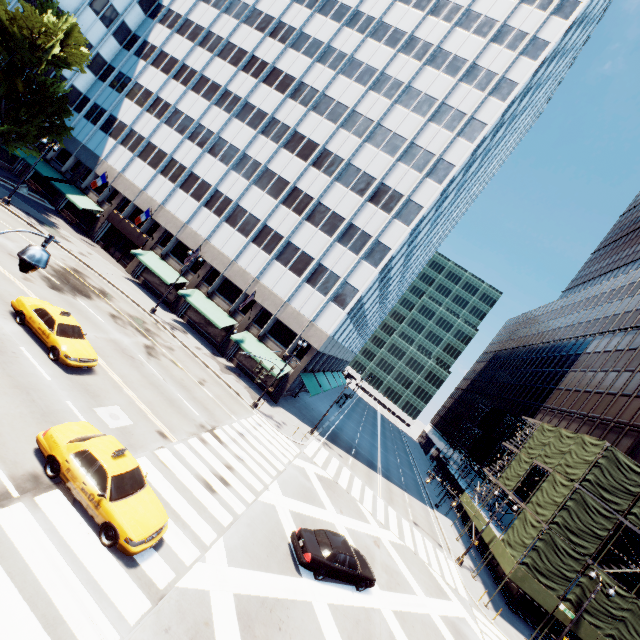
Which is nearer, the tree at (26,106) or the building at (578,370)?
the tree at (26,106)

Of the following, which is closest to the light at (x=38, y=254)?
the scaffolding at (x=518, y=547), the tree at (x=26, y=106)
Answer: the tree at (x=26, y=106)

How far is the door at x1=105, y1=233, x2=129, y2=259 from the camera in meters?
40.1

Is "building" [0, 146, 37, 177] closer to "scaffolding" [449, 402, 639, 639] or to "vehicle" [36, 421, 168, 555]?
"vehicle" [36, 421, 168, 555]

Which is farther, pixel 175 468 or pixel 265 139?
pixel 265 139

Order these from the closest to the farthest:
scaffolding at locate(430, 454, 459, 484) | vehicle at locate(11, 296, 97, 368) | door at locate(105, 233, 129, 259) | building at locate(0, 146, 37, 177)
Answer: vehicle at locate(11, 296, 97, 368) < door at locate(105, 233, 129, 259) < building at locate(0, 146, 37, 177) < scaffolding at locate(430, 454, 459, 484)

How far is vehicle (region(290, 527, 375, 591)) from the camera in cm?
1446

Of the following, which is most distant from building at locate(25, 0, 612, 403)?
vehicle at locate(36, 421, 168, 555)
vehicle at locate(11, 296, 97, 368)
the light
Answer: the light
